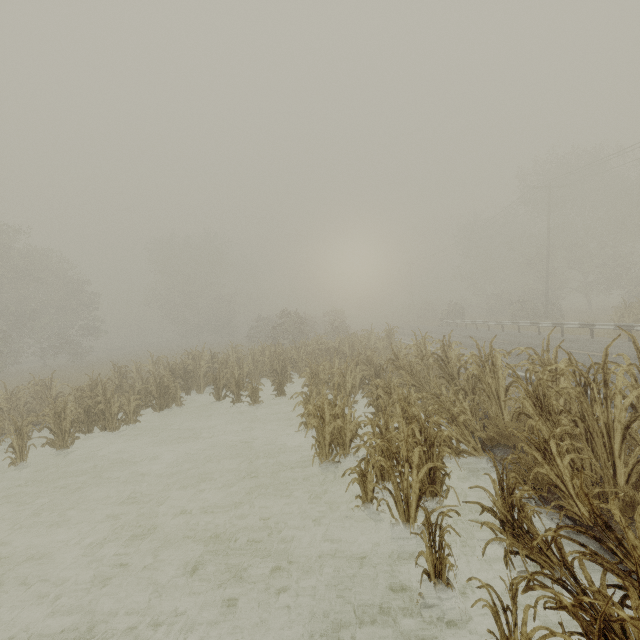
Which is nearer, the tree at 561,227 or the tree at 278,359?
the tree at 278,359

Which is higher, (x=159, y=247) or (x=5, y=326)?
(x=159, y=247)

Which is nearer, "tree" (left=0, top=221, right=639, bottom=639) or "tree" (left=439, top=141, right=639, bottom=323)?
"tree" (left=0, top=221, right=639, bottom=639)
